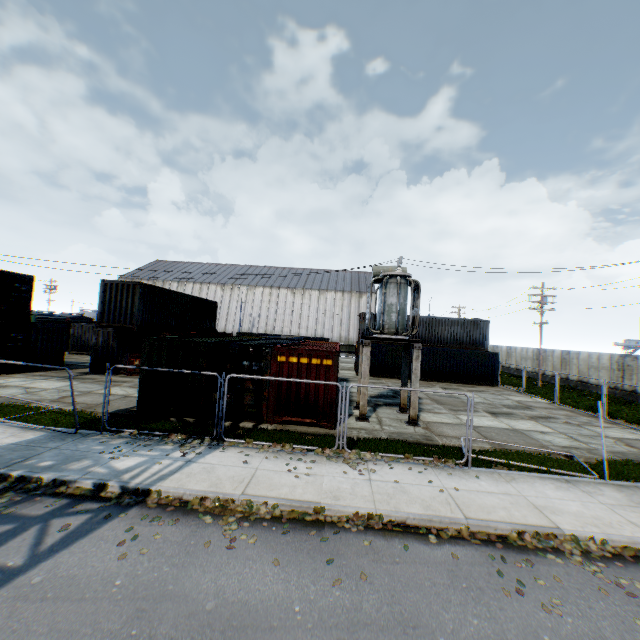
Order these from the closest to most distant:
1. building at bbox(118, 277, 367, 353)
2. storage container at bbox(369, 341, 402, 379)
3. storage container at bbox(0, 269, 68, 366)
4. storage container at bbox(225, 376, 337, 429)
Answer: storage container at bbox(225, 376, 337, 429), storage container at bbox(0, 269, 68, 366), storage container at bbox(369, 341, 402, 379), building at bbox(118, 277, 367, 353)

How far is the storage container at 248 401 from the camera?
12.25m

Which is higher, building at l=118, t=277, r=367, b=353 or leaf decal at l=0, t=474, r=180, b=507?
building at l=118, t=277, r=367, b=353

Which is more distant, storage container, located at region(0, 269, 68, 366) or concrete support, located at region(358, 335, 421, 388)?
storage container, located at region(0, 269, 68, 366)

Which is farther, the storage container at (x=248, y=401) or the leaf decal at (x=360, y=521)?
the storage container at (x=248, y=401)

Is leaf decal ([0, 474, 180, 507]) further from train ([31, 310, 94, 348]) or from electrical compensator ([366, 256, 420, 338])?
train ([31, 310, 94, 348])

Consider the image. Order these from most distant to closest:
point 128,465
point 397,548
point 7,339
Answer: point 7,339
point 128,465
point 397,548

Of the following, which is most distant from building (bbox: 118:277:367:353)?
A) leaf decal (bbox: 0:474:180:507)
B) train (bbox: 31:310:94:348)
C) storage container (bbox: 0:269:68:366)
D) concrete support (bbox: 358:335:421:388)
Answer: leaf decal (bbox: 0:474:180:507)
